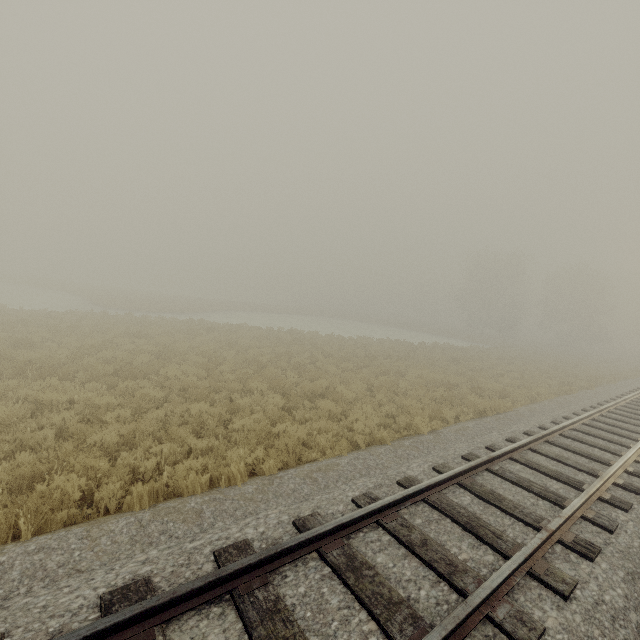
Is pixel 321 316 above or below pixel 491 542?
below
